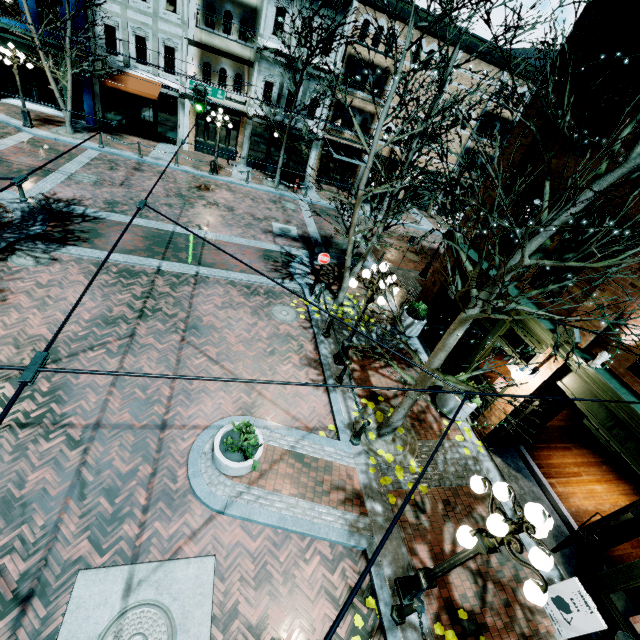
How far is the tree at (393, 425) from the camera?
7.5 meters

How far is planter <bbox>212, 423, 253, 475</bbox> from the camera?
6.4m

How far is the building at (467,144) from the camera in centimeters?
2556cm

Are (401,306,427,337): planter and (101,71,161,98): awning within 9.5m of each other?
no

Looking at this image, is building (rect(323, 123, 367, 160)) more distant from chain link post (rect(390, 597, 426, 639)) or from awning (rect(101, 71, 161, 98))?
chain link post (rect(390, 597, 426, 639))

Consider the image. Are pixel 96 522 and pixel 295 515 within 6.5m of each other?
yes

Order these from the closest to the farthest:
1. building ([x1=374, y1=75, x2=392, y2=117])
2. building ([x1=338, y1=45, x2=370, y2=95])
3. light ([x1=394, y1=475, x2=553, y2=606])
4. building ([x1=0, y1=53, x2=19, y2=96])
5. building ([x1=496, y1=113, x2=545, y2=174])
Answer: light ([x1=394, y1=475, x2=553, y2=606]), building ([x1=496, y1=113, x2=545, y2=174]), building ([x1=0, y1=53, x2=19, y2=96]), building ([x1=338, y1=45, x2=370, y2=95]), building ([x1=374, y1=75, x2=392, y2=117])

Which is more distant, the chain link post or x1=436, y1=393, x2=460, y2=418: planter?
x1=436, y1=393, x2=460, y2=418: planter
